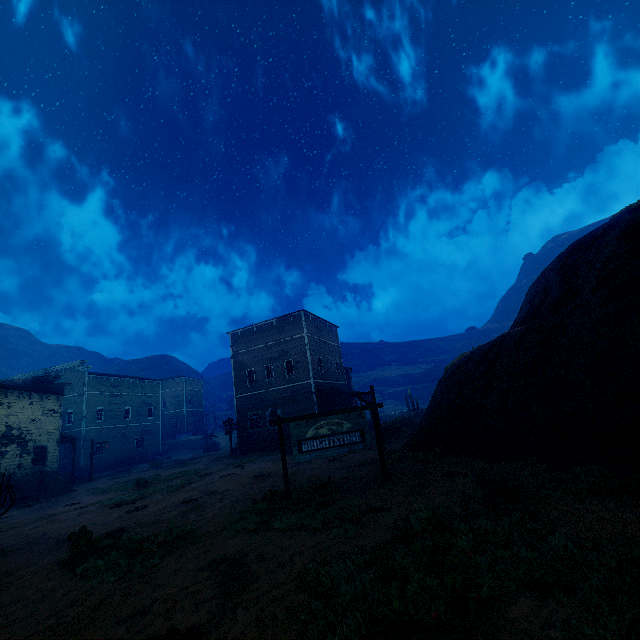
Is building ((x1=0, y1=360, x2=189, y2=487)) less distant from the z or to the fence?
the z

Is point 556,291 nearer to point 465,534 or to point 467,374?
point 467,374

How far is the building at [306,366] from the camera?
26.6m

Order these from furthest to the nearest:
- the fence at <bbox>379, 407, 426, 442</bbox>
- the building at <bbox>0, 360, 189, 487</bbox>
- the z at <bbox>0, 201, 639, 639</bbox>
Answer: the building at <bbox>0, 360, 189, 487</bbox> → the fence at <bbox>379, 407, 426, 442</bbox> → the z at <bbox>0, 201, 639, 639</bbox>

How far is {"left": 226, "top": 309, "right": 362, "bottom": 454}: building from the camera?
26.59m

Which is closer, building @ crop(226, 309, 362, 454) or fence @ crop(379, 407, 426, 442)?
fence @ crop(379, 407, 426, 442)

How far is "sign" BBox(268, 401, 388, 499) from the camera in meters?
9.3

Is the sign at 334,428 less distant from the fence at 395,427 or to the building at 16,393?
the fence at 395,427
